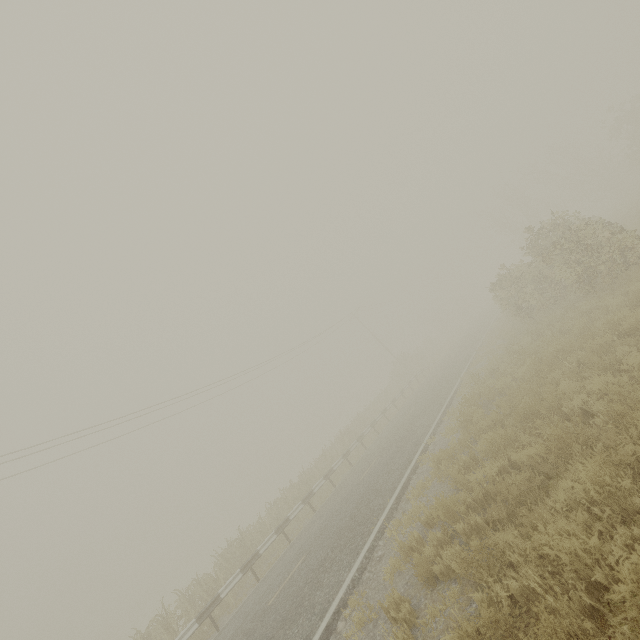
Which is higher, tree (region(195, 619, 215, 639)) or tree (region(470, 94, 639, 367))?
tree (region(470, 94, 639, 367))

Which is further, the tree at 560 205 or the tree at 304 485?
the tree at 304 485

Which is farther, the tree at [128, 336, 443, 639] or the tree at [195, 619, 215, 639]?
the tree at [128, 336, 443, 639]

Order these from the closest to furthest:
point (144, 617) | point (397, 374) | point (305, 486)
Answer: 1. point (305, 486)
2. point (397, 374)
3. point (144, 617)
